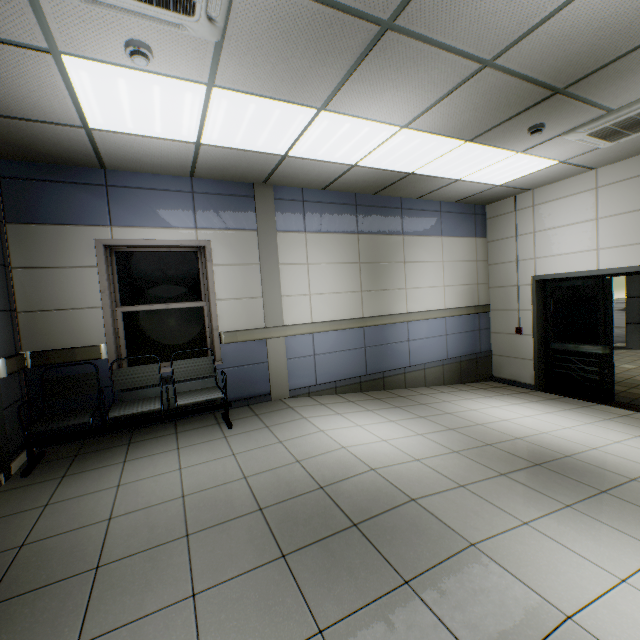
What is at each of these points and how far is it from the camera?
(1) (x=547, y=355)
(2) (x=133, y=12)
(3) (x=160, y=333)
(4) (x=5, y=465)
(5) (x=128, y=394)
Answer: (1) door, 6.34m
(2) air conditioning vent, 1.85m
(3) window, 4.38m
(4) door, 3.03m
(5) radiator, 4.02m

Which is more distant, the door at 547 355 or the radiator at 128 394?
the door at 547 355

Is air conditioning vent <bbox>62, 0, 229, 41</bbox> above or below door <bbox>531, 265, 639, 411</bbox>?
above

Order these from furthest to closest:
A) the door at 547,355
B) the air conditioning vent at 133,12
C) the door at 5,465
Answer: the door at 547,355
the door at 5,465
the air conditioning vent at 133,12

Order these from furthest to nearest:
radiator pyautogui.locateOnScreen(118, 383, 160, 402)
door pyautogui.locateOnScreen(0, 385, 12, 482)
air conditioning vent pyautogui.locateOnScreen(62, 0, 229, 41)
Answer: radiator pyautogui.locateOnScreen(118, 383, 160, 402) < door pyautogui.locateOnScreen(0, 385, 12, 482) < air conditioning vent pyautogui.locateOnScreen(62, 0, 229, 41)

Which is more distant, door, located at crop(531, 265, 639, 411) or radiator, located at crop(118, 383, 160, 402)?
door, located at crop(531, 265, 639, 411)

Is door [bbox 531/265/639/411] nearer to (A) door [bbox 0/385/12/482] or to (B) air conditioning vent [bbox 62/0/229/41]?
(B) air conditioning vent [bbox 62/0/229/41]

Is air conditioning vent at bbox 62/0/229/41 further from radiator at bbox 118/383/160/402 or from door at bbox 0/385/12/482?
radiator at bbox 118/383/160/402
